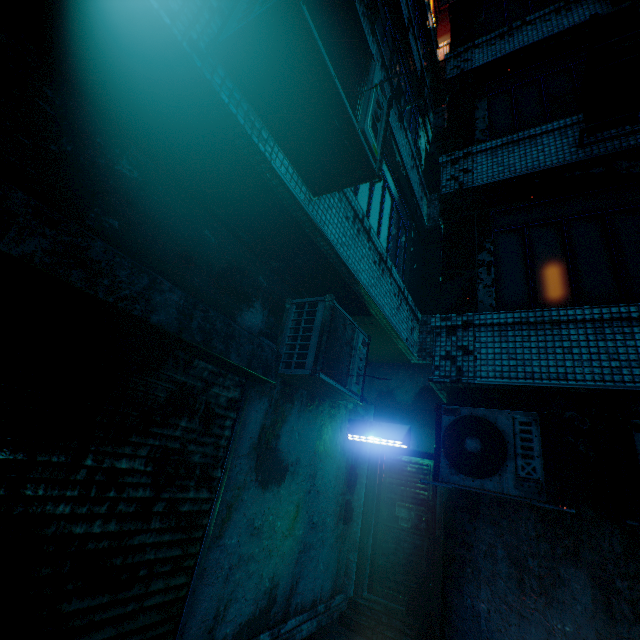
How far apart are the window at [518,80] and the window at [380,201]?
1.5m

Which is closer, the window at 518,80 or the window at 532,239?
the window at 532,239

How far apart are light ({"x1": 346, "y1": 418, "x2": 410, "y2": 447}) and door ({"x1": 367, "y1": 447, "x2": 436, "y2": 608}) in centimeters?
97cm

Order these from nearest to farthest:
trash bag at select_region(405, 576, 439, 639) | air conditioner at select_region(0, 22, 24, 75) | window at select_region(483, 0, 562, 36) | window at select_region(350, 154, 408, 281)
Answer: air conditioner at select_region(0, 22, 24, 75), trash bag at select_region(405, 576, 439, 639), window at select_region(350, 154, 408, 281), window at select_region(483, 0, 562, 36)

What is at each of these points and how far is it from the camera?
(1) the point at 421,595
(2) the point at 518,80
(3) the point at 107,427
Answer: (1) trash bag, 4.36m
(2) window, 5.43m
(3) rolling door, 2.12m

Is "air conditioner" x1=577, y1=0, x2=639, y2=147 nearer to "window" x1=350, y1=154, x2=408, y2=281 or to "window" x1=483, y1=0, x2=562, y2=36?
"window" x1=350, y1=154, x2=408, y2=281

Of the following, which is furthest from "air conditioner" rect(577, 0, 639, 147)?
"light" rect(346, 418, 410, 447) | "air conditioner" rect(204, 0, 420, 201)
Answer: "light" rect(346, 418, 410, 447)

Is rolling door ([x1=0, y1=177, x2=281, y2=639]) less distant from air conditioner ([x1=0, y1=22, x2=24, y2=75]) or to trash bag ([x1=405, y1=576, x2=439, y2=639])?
air conditioner ([x1=0, y1=22, x2=24, y2=75])
